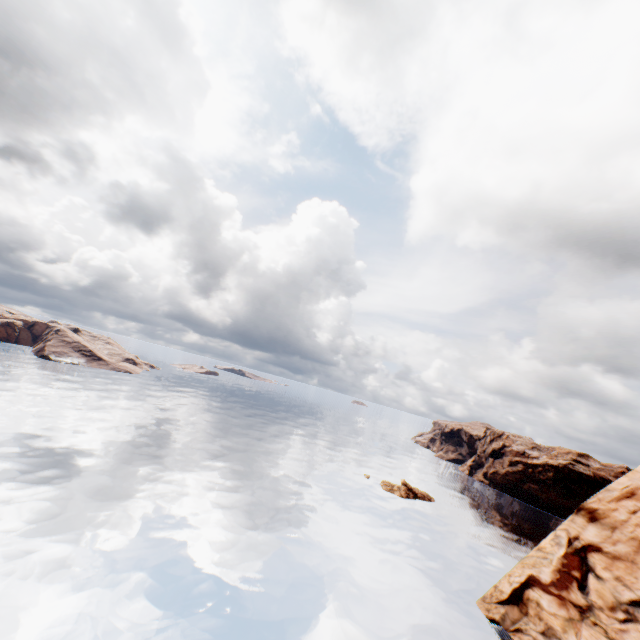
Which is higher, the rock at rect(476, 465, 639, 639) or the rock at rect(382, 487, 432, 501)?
the rock at rect(476, 465, 639, 639)

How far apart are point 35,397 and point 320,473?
54.0 meters

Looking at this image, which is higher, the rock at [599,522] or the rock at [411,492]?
the rock at [599,522]

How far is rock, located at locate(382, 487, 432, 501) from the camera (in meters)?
58.03

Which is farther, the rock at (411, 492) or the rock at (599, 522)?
the rock at (411, 492)

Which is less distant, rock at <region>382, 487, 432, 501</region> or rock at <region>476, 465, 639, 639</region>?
rock at <region>476, 465, 639, 639</region>
